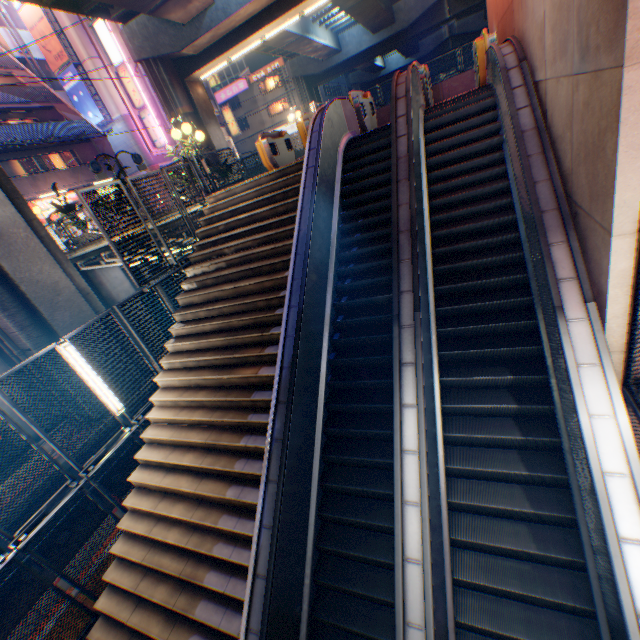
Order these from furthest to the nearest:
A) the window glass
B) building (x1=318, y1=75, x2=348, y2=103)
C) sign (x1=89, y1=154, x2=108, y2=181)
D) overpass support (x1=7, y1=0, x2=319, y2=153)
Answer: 1. building (x1=318, y1=75, x2=348, y2=103)
2. the window glass
3. sign (x1=89, y1=154, x2=108, y2=181)
4. overpass support (x1=7, y1=0, x2=319, y2=153)

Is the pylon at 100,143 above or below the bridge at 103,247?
above

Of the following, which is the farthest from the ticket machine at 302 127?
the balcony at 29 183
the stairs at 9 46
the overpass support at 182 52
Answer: the stairs at 9 46

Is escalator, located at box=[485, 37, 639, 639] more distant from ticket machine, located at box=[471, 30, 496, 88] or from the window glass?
the window glass

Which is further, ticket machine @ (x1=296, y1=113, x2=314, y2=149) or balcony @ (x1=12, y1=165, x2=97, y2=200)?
balcony @ (x1=12, y1=165, x2=97, y2=200)

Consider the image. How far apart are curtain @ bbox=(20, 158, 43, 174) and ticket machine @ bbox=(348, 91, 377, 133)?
25.7 meters

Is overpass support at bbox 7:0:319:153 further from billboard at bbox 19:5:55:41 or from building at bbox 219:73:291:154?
billboard at bbox 19:5:55:41

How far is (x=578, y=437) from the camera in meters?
3.5 m
